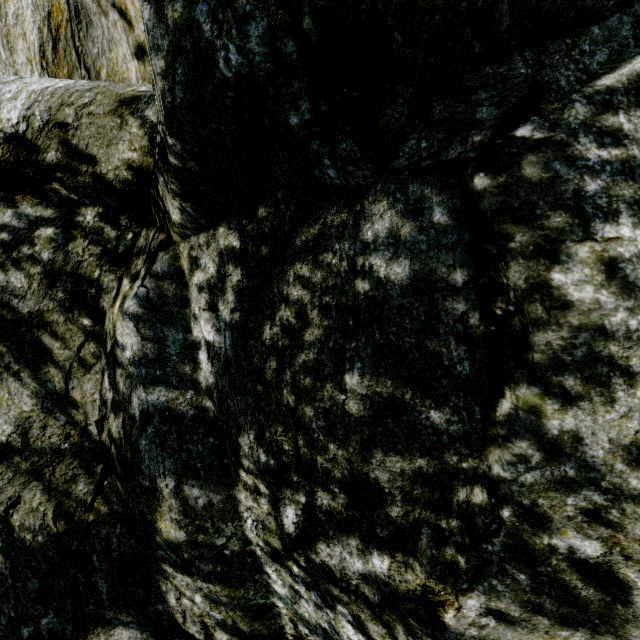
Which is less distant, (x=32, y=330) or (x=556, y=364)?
(x=556, y=364)
